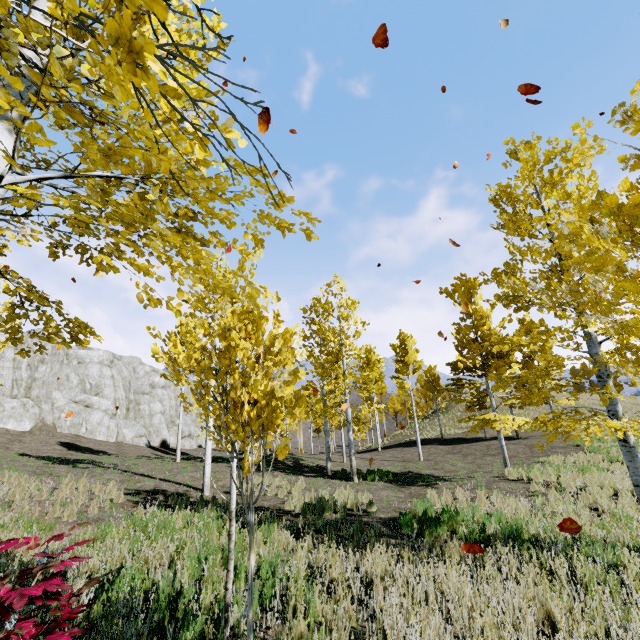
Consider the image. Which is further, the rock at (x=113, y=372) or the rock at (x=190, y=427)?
the rock at (x=190, y=427)

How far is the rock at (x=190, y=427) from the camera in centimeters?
4152cm

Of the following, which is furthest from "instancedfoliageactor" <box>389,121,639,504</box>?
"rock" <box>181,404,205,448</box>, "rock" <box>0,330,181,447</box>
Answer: "rock" <box>181,404,205,448</box>

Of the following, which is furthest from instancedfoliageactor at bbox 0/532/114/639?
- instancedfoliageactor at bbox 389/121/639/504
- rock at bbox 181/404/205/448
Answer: rock at bbox 181/404/205/448

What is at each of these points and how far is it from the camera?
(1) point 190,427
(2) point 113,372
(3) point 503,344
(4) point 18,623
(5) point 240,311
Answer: (1) rock, 43.7m
(2) rock, 33.1m
(3) instancedfoliageactor, 6.8m
(4) instancedfoliageactor, 2.1m
(5) instancedfoliageactor, 2.9m

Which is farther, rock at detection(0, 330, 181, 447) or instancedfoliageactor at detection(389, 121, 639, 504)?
rock at detection(0, 330, 181, 447)

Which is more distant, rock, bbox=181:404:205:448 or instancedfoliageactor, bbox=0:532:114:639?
rock, bbox=181:404:205:448

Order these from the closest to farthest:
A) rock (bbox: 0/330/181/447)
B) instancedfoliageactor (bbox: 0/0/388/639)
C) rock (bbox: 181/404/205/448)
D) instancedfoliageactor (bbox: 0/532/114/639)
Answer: instancedfoliageactor (bbox: 0/0/388/639), instancedfoliageactor (bbox: 0/532/114/639), rock (bbox: 0/330/181/447), rock (bbox: 181/404/205/448)
